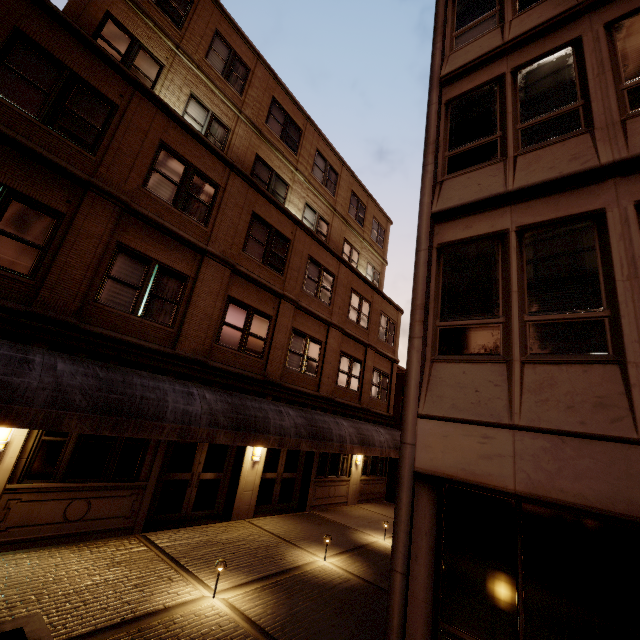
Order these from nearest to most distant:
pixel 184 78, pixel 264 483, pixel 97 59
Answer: pixel 97 59 → pixel 184 78 → pixel 264 483

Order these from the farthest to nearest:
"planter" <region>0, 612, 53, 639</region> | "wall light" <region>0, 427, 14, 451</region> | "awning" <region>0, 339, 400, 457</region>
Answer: "wall light" <region>0, 427, 14, 451</region>, "awning" <region>0, 339, 400, 457</region>, "planter" <region>0, 612, 53, 639</region>

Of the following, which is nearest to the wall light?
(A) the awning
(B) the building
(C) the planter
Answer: (B) the building

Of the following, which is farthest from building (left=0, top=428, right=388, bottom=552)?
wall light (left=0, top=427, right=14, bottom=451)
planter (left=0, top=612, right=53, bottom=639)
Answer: planter (left=0, top=612, right=53, bottom=639)

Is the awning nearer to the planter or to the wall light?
the wall light

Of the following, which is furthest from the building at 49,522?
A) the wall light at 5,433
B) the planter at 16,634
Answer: the planter at 16,634

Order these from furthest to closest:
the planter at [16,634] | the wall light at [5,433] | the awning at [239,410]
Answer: the wall light at [5,433], the awning at [239,410], the planter at [16,634]
